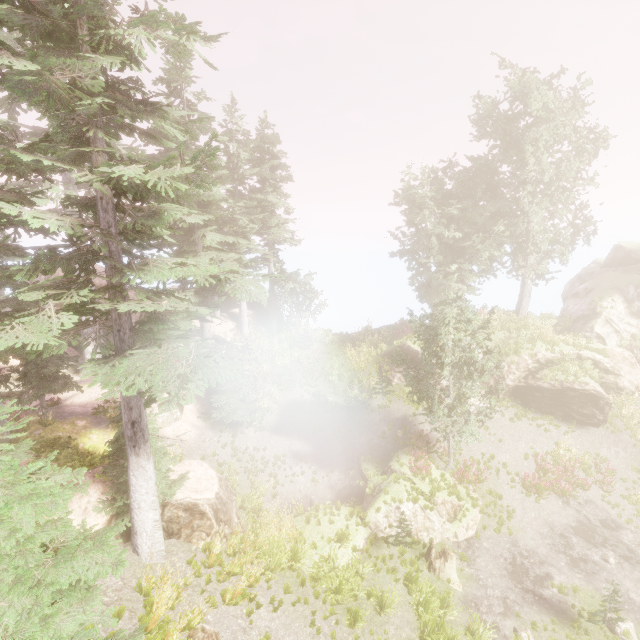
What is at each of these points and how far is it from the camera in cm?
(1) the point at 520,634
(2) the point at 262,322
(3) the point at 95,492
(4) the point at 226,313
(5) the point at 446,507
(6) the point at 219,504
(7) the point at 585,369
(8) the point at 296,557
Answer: (1) instancedfoliageactor, 1100
(2) rock, 2761
(3) rock, 1067
(4) rock, 2753
(5) rock, 1498
(6) rock, 1246
(7) instancedfoliageactor, 2097
(8) instancedfoliageactor, 1193

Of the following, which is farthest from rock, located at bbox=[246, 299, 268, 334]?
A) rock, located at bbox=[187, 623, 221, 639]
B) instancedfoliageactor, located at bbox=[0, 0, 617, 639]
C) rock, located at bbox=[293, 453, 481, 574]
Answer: rock, located at bbox=[187, 623, 221, 639]

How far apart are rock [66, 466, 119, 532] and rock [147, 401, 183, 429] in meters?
4.1 m

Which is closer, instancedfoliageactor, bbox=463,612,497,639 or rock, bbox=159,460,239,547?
instancedfoliageactor, bbox=463,612,497,639

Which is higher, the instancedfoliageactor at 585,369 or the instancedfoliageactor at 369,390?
the instancedfoliageactor at 585,369

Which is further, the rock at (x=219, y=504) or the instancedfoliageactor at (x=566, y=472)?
the instancedfoliageactor at (x=566, y=472)

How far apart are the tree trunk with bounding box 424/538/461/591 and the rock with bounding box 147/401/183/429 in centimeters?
1316cm

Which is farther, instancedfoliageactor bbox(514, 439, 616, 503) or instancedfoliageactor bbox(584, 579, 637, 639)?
instancedfoliageactor bbox(514, 439, 616, 503)
